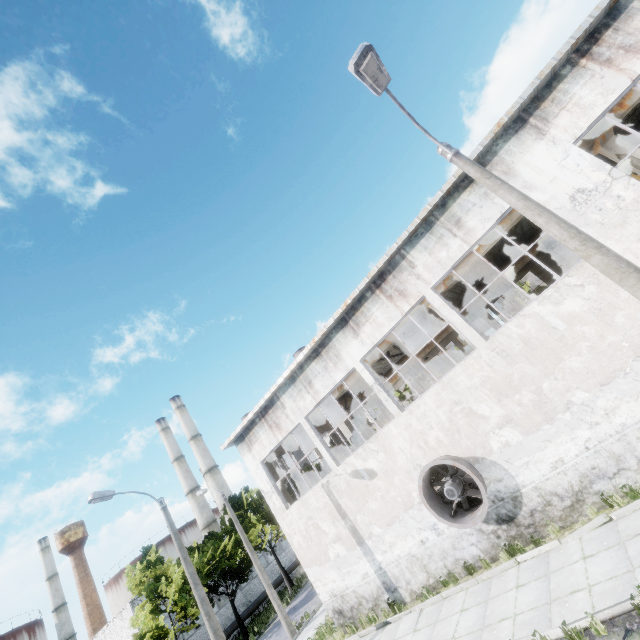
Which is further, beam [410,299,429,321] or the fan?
beam [410,299,429,321]

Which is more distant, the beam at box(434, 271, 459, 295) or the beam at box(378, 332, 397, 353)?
the beam at box(378, 332, 397, 353)

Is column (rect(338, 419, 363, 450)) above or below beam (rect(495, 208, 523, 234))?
below

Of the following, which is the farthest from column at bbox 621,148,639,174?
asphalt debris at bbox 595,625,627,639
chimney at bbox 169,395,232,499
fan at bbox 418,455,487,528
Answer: chimney at bbox 169,395,232,499

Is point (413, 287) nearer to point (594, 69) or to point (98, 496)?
point (594, 69)

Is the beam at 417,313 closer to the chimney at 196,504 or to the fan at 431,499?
the fan at 431,499

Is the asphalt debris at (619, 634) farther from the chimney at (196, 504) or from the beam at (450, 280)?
the chimney at (196, 504)

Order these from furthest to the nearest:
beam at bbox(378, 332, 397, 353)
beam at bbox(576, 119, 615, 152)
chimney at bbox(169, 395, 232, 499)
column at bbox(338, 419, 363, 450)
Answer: chimney at bbox(169, 395, 232, 499)
column at bbox(338, 419, 363, 450)
beam at bbox(378, 332, 397, 353)
beam at bbox(576, 119, 615, 152)
